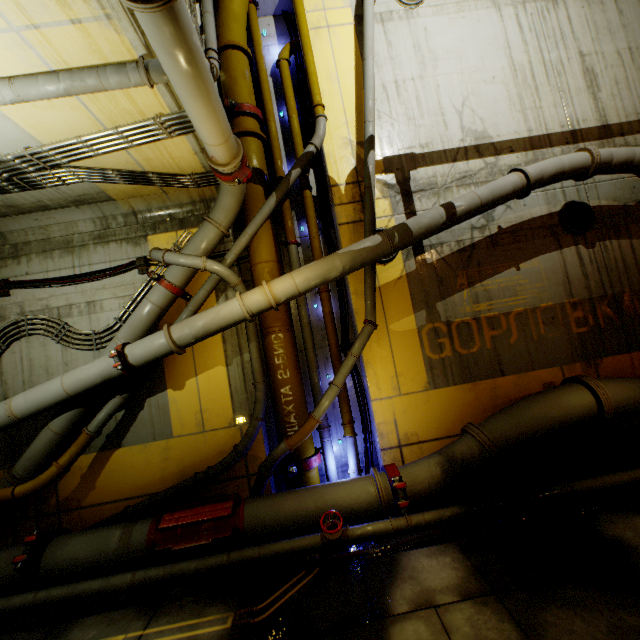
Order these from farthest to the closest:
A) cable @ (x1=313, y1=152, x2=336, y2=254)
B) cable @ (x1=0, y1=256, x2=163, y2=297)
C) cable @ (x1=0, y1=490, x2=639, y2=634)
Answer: cable @ (x1=313, y1=152, x2=336, y2=254) < cable @ (x1=0, y1=256, x2=163, y2=297) < cable @ (x1=0, y1=490, x2=639, y2=634)

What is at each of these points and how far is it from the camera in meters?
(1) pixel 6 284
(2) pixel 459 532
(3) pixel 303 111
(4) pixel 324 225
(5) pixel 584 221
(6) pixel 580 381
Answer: (1) cable, 7.0
(2) cable, 4.9
(3) cable, 8.0
(4) cable, 7.7
(5) cable, 7.5
(6) pipe, 6.1

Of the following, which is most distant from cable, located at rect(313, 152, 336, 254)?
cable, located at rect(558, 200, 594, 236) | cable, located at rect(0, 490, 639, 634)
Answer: cable, located at rect(558, 200, 594, 236)

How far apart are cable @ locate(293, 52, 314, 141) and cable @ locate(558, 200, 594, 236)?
5.19m

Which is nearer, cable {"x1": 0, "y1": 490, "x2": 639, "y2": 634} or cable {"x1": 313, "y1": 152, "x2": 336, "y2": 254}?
cable {"x1": 0, "y1": 490, "x2": 639, "y2": 634}

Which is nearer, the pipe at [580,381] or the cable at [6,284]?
the pipe at [580,381]

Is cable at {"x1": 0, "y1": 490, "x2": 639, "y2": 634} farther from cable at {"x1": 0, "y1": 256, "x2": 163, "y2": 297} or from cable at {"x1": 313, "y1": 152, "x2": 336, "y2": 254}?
cable at {"x1": 0, "y1": 256, "x2": 163, "y2": 297}

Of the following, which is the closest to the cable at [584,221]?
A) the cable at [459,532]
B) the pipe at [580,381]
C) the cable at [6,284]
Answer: the pipe at [580,381]
